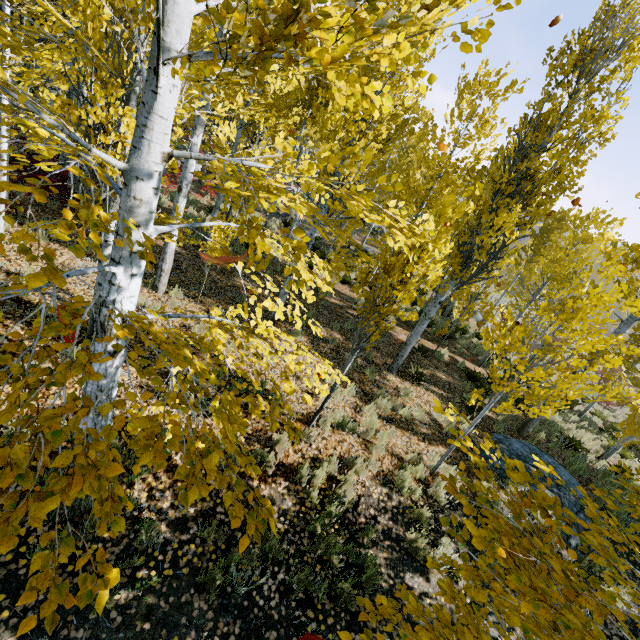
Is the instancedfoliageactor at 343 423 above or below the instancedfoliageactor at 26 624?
below

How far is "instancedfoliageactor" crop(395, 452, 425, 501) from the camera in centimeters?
569cm

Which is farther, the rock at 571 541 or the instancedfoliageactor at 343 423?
the rock at 571 541

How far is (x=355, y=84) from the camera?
2.0m

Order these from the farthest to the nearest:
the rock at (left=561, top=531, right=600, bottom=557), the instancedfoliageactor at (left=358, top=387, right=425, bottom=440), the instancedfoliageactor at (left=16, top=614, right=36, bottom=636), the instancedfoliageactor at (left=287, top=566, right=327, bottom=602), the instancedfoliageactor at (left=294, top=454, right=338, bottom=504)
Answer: the rock at (left=561, top=531, right=600, bottom=557) → the instancedfoliageactor at (left=358, top=387, right=425, bottom=440) → the instancedfoliageactor at (left=294, top=454, right=338, bottom=504) → the instancedfoliageactor at (left=287, top=566, right=327, bottom=602) → the instancedfoliageactor at (left=16, top=614, right=36, bottom=636)

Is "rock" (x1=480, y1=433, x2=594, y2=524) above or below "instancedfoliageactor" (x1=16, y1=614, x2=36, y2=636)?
below

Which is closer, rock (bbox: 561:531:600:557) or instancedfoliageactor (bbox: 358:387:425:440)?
instancedfoliageactor (bbox: 358:387:425:440)
